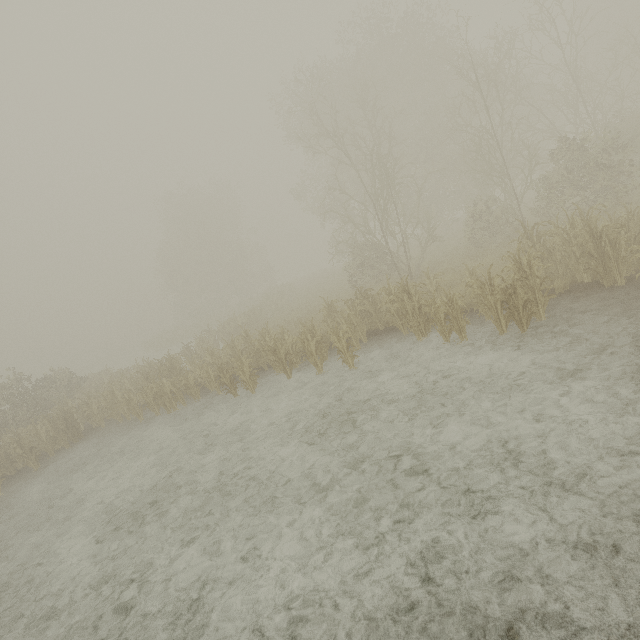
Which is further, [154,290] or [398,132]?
[154,290]
